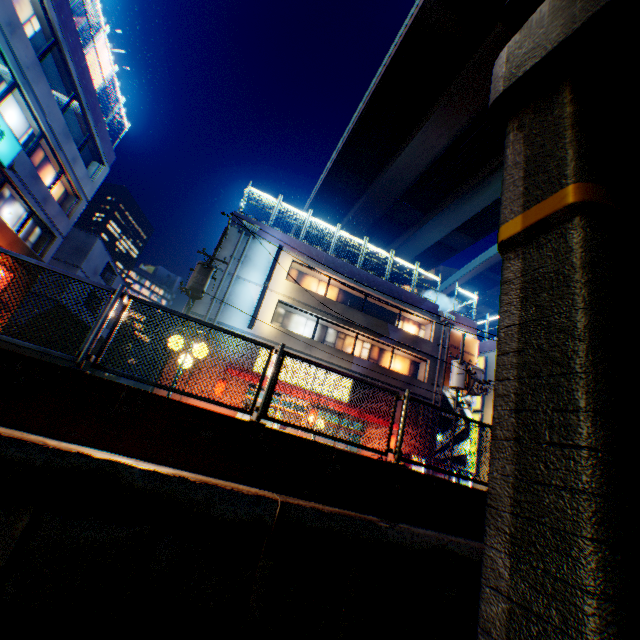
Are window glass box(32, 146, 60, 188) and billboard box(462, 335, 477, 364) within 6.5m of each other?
no

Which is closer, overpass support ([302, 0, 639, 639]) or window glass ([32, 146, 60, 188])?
overpass support ([302, 0, 639, 639])

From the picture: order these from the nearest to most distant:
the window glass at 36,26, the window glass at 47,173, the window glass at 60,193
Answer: the window glass at 36,26 → the window glass at 47,173 → the window glass at 60,193

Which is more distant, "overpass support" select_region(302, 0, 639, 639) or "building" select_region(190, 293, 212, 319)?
"building" select_region(190, 293, 212, 319)

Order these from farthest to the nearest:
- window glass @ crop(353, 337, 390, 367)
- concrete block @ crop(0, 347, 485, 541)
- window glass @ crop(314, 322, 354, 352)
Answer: window glass @ crop(353, 337, 390, 367)
window glass @ crop(314, 322, 354, 352)
concrete block @ crop(0, 347, 485, 541)

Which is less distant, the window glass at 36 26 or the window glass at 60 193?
the window glass at 36 26

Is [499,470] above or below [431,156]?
below

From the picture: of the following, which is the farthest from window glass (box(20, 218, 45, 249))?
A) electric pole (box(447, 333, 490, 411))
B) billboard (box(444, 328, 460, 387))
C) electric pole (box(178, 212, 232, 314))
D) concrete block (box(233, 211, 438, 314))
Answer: billboard (box(444, 328, 460, 387))
